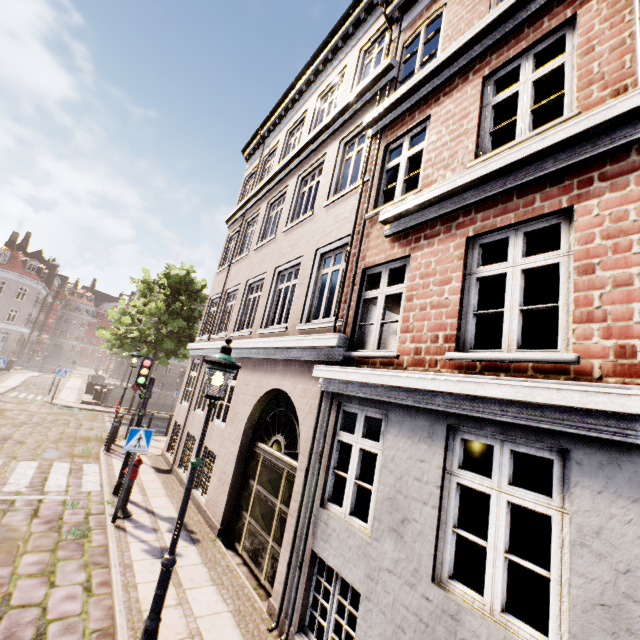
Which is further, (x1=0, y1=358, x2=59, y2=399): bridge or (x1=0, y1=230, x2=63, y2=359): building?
(x1=0, y1=230, x2=63, y2=359): building

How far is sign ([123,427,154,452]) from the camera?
7.0m

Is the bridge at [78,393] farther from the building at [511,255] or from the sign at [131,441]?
the sign at [131,441]

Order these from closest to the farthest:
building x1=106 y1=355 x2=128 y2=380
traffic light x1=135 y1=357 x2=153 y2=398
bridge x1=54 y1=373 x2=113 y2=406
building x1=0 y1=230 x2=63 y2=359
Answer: traffic light x1=135 y1=357 x2=153 y2=398, bridge x1=54 y1=373 x2=113 y2=406, building x1=0 y1=230 x2=63 y2=359, building x1=106 y1=355 x2=128 y2=380

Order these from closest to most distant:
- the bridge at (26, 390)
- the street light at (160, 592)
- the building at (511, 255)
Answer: the building at (511, 255), the street light at (160, 592), the bridge at (26, 390)

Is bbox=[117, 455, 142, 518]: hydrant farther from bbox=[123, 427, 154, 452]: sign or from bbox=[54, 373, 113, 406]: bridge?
bbox=[54, 373, 113, 406]: bridge

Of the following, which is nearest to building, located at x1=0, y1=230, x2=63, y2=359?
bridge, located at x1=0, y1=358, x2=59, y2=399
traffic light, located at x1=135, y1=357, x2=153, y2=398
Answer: bridge, located at x1=0, y1=358, x2=59, y2=399

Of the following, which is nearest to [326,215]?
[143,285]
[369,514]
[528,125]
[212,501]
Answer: [528,125]
